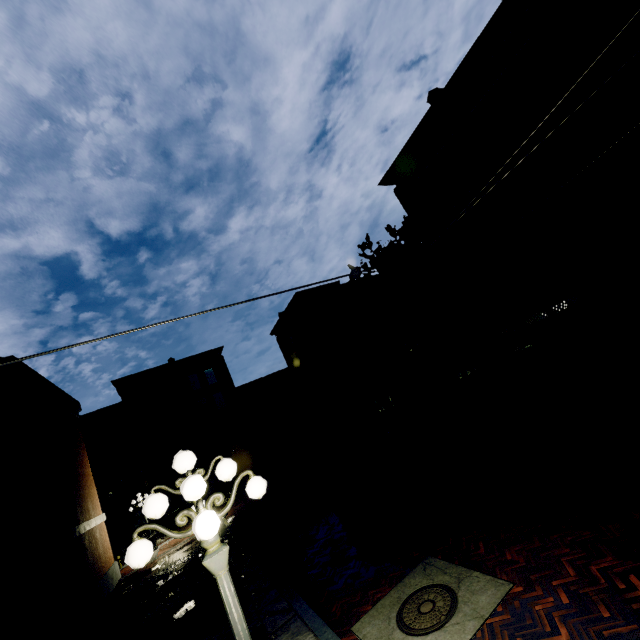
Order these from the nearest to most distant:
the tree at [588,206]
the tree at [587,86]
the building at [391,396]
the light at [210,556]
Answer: the light at [210,556], the tree at [587,86], the tree at [588,206], the building at [391,396]

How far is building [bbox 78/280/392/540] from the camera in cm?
3166

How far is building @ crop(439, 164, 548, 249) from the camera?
14.82m

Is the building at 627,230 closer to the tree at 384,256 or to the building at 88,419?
the tree at 384,256

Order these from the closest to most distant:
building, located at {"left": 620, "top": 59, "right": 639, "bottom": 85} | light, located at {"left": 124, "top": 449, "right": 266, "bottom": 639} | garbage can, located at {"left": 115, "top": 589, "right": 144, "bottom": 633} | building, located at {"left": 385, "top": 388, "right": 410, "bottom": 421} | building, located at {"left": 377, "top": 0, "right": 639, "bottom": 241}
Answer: light, located at {"left": 124, "top": 449, "right": 266, "bottom": 639}, garbage can, located at {"left": 115, "top": 589, "right": 144, "bottom": 633}, building, located at {"left": 620, "top": 59, "right": 639, "bottom": 85}, building, located at {"left": 377, "top": 0, "right": 639, "bottom": 241}, building, located at {"left": 385, "top": 388, "right": 410, "bottom": 421}

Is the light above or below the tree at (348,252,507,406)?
below

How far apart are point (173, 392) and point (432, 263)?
30.9 meters

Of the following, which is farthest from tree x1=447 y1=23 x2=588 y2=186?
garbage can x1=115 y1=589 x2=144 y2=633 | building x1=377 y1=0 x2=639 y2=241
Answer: garbage can x1=115 y1=589 x2=144 y2=633
